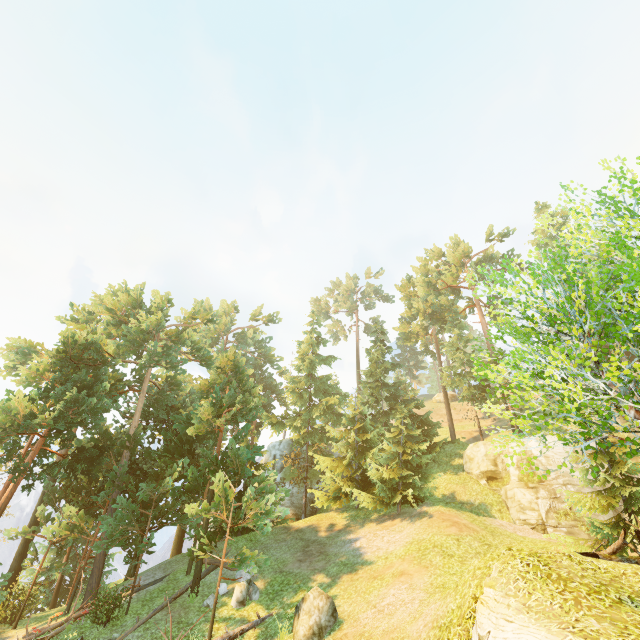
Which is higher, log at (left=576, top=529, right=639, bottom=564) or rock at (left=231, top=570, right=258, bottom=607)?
log at (left=576, top=529, right=639, bottom=564)

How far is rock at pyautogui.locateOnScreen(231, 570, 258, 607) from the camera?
15.4 meters

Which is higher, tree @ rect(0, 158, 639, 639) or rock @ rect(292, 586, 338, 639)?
tree @ rect(0, 158, 639, 639)

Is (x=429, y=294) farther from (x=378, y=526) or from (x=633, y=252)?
(x=633, y=252)

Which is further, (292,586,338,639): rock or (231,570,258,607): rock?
(231,570,258,607): rock

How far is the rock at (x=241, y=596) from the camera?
15.42m

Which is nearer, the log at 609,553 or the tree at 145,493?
the tree at 145,493

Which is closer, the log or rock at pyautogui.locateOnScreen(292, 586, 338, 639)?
the log
